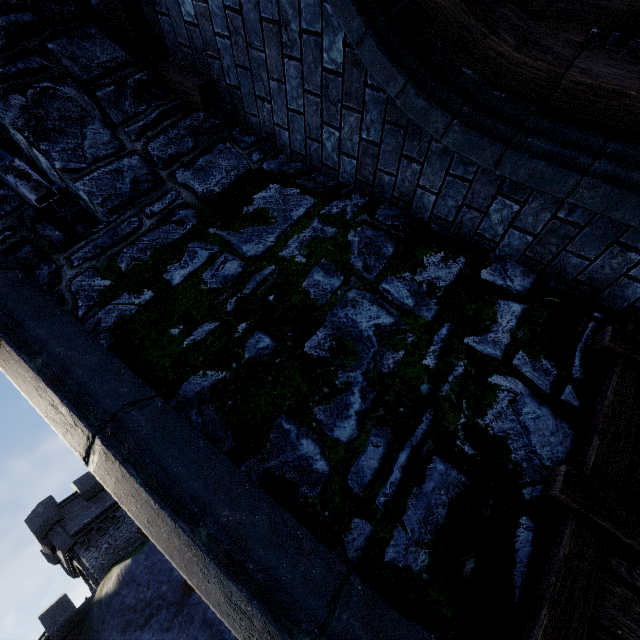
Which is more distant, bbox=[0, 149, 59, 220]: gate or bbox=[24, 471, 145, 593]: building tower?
bbox=[24, 471, 145, 593]: building tower

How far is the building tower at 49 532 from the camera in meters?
20.9 m

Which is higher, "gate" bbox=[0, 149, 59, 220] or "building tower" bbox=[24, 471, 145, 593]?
"building tower" bbox=[24, 471, 145, 593]

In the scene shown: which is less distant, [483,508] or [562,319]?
[483,508]

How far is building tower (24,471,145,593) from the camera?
20.92m

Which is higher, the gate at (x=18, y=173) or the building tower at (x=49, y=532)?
the building tower at (x=49, y=532)
